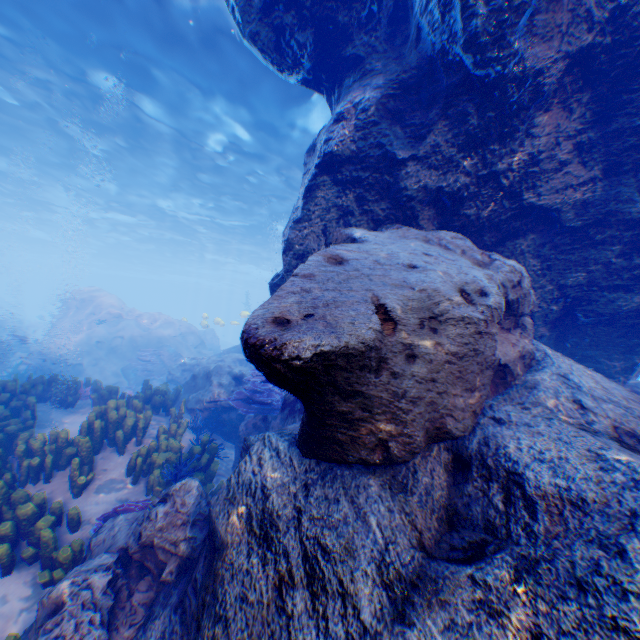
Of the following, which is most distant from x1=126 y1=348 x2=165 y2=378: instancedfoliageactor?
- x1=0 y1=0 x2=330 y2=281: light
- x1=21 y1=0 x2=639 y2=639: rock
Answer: x1=0 y1=0 x2=330 y2=281: light

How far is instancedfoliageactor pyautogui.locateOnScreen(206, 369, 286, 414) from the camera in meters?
7.4

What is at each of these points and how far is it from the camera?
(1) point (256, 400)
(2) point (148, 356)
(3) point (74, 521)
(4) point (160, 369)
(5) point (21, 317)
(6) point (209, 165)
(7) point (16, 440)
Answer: (1) instancedfoliageactor, 7.4 meters
(2) instancedfoliageactor, 16.5 meters
(3) instancedfoliageactor, 4.4 meters
(4) plane, 16.5 meters
(5) submarine, 44.6 meters
(6) light, 17.8 meters
(7) instancedfoliageactor, 5.6 meters

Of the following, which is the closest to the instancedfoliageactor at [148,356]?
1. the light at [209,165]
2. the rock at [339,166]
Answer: the rock at [339,166]

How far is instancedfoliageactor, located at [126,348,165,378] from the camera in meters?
16.0

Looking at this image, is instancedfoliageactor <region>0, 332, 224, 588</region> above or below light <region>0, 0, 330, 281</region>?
below

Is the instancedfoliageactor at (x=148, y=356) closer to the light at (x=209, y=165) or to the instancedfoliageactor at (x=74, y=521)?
the instancedfoliageactor at (x=74, y=521)
